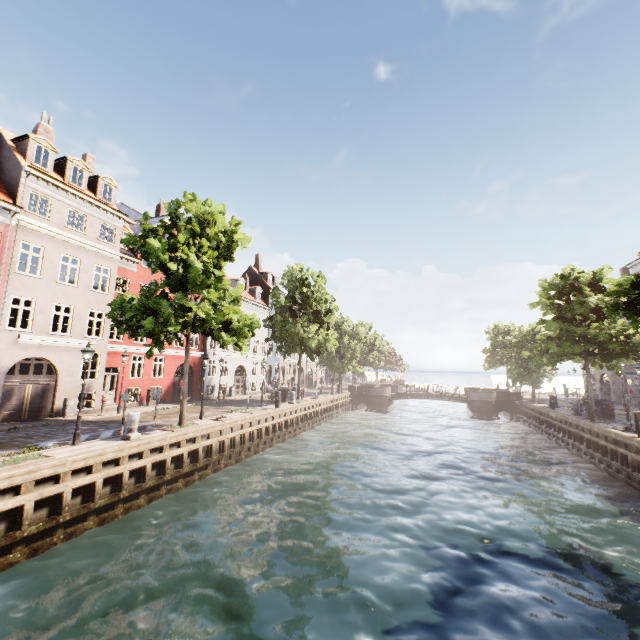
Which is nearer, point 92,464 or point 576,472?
point 92,464

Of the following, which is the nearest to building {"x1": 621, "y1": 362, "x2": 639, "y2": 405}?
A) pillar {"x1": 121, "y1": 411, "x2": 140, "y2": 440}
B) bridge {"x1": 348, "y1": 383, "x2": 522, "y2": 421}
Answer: bridge {"x1": 348, "y1": 383, "x2": 522, "y2": 421}

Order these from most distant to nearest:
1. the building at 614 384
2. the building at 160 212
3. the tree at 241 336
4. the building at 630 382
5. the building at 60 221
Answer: the building at 614 384 < the building at 630 382 < the building at 160 212 < the building at 60 221 < the tree at 241 336

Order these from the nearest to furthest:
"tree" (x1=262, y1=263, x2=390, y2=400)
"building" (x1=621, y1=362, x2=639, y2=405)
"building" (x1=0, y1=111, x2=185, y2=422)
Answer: "building" (x1=0, y1=111, x2=185, y2=422) → "tree" (x1=262, y1=263, x2=390, y2=400) → "building" (x1=621, y1=362, x2=639, y2=405)

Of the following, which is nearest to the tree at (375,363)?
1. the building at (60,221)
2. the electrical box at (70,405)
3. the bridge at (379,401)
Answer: the bridge at (379,401)

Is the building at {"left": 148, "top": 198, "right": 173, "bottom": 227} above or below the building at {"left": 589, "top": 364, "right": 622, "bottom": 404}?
above

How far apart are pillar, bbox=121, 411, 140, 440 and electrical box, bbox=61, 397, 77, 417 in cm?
809

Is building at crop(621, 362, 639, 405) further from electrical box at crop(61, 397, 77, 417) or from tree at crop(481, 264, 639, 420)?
electrical box at crop(61, 397, 77, 417)
